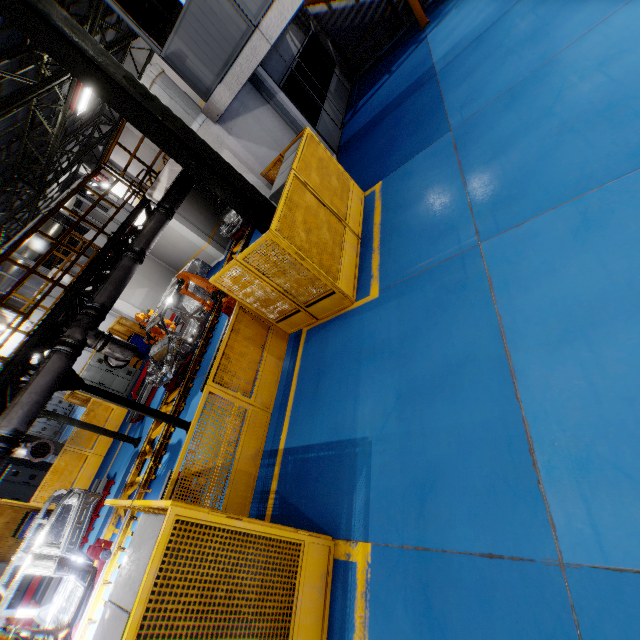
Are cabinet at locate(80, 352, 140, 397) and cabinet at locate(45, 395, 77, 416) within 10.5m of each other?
no

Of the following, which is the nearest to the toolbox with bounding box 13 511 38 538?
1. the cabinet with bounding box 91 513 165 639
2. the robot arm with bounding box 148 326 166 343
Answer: the robot arm with bounding box 148 326 166 343

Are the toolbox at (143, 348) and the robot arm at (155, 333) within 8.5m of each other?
yes

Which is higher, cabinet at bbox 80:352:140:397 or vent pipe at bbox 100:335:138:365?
vent pipe at bbox 100:335:138:365

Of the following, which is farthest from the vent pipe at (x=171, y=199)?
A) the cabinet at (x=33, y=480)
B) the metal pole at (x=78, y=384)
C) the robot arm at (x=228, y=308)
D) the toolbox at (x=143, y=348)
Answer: the cabinet at (x=33, y=480)

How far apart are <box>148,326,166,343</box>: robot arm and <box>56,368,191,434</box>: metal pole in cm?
483

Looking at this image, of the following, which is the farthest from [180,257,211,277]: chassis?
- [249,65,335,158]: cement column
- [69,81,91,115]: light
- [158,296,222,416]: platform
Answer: [69,81,91,115]: light

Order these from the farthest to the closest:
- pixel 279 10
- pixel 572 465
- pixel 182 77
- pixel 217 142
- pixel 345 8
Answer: pixel 345 8 < pixel 217 142 < pixel 182 77 < pixel 279 10 < pixel 572 465
